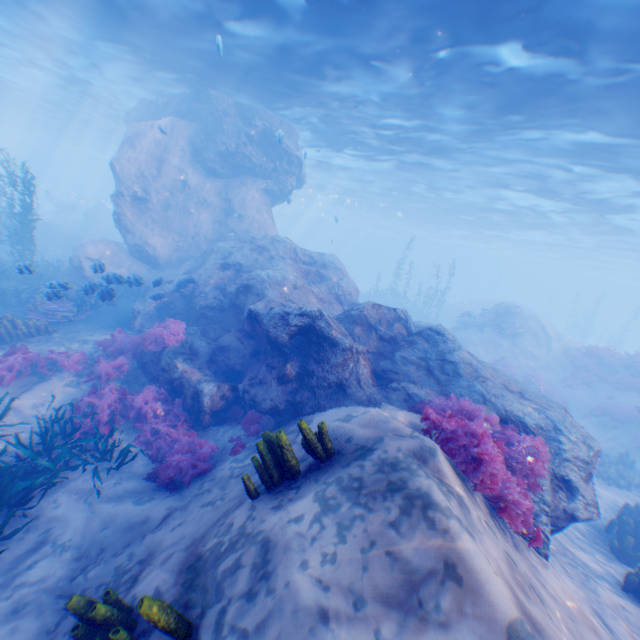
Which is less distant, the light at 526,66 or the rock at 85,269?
the rock at 85,269

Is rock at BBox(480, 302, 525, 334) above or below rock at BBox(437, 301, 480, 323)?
above

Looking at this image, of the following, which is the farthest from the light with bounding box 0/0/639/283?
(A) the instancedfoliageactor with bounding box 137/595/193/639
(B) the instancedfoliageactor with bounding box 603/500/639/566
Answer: (B) the instancedfoliageactor with bounding box 603/500/639/566

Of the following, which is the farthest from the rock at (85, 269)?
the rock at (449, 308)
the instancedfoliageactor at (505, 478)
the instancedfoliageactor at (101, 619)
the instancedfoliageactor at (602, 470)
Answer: the instancedfoliageactor at (602, 470)

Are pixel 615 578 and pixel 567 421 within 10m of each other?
yes

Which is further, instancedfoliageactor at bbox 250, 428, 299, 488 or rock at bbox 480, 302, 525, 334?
rock at bbox 480, 302, 525, 334

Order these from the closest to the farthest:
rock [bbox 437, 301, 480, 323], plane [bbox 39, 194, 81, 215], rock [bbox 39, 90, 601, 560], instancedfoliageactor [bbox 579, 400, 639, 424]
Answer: rock [bbox 39, 90, 601, 560] → instancedfoliageactor [bbox 579, 400, 639, 424] → plane [bbox 39, 194, 81, 215] → rock [bbox 437, 301, 480, 323]

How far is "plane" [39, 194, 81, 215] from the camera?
36.5m
